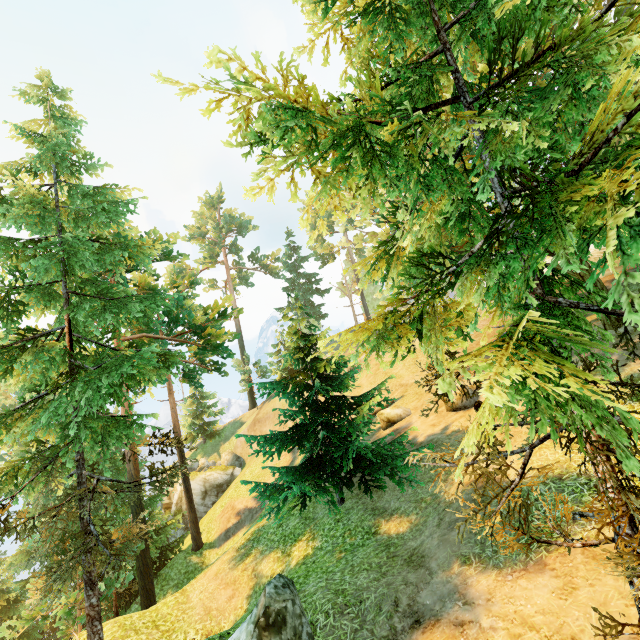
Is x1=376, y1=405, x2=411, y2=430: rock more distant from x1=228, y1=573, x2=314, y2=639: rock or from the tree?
x1=228, y1=573, x2=314, y2=639: rock

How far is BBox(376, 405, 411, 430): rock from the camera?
17.5m

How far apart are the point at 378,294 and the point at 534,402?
17.2 meters

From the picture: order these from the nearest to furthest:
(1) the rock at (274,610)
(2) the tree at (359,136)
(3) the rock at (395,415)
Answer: (2) the tree at (359,136), (1) the rock at (274,610), (3) the rock at (395,415)

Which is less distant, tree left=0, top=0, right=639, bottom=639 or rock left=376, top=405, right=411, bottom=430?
tree left=0, top=0, right=639, bottom=639

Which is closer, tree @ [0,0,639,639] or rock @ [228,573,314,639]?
tree @ [0,0,639,639]

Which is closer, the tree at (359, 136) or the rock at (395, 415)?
the tree at (359, 136)

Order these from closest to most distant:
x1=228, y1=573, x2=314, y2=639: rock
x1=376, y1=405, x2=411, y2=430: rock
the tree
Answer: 1. the tree
2. x1=228, y1=573, x2=314, y2=639: rock
3. x1=376, y1=405, x2=411, y2=430: rock
